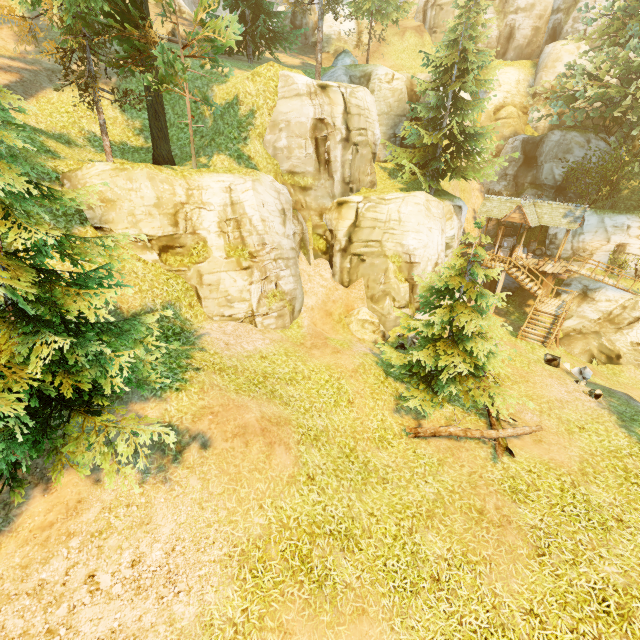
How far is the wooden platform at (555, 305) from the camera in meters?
20.8 m

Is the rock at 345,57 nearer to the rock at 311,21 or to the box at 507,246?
the box at 507,246

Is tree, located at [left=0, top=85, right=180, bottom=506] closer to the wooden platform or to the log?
the log

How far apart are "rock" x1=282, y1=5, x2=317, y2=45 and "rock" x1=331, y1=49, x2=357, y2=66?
19.2m

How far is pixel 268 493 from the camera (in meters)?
7.67

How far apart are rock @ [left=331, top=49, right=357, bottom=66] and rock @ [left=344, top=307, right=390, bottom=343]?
17.45m

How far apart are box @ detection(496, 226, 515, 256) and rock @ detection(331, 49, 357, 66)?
17.08m

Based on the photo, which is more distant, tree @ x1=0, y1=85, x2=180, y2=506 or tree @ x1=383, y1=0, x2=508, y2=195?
tree @ x1=383, y1=0, x2=508, y2=195
